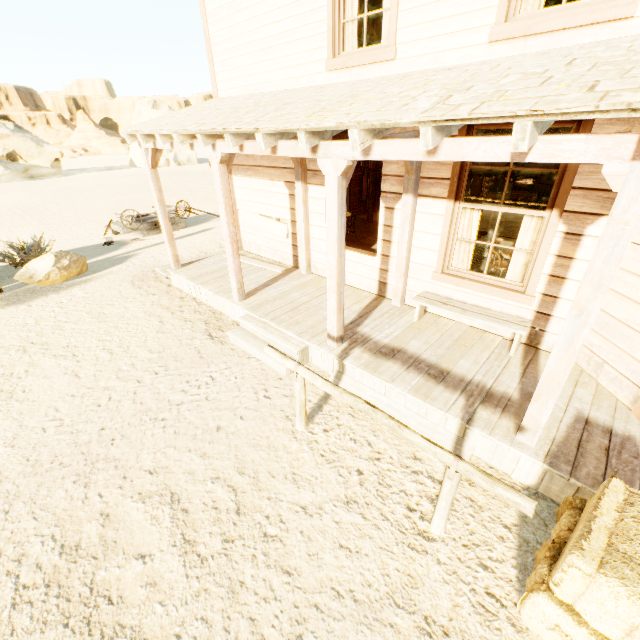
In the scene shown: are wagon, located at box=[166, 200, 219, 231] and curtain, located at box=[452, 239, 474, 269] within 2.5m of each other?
no

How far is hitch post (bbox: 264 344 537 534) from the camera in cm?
228

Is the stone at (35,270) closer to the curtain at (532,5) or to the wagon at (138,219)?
the wagon at (138,219)

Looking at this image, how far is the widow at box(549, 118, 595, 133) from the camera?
3.4 meters

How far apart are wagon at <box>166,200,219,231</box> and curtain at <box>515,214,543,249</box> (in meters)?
10.69

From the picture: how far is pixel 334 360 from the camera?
4.79m

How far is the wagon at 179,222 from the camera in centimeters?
1239cm

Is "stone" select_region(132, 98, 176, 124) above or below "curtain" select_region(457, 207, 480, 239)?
above
